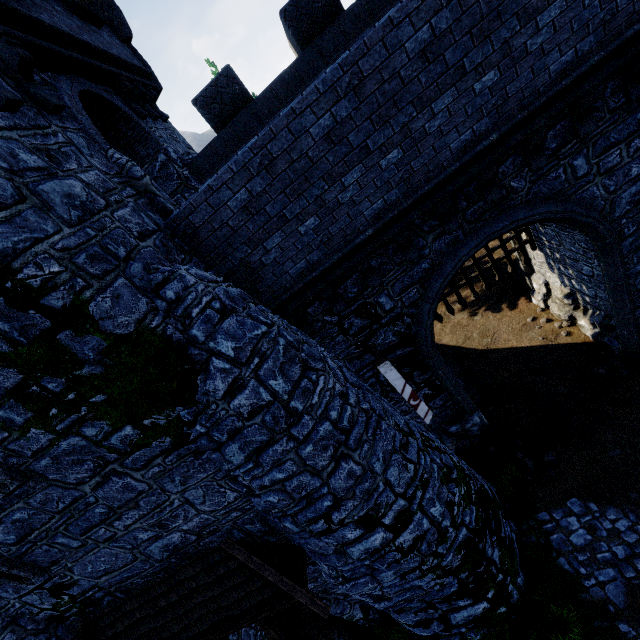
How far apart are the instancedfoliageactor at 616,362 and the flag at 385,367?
6.0 meters

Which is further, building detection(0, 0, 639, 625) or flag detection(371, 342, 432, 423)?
flag detection(371, 342, 432, 423)

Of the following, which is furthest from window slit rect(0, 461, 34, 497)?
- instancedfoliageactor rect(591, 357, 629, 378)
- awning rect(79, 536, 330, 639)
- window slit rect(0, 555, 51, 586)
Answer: instancedfoliageactor rect(591, 357, 629, 378)

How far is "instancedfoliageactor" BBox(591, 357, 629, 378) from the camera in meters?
9.8

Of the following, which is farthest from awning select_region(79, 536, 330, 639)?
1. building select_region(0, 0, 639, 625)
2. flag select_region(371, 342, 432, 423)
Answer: flag select_region(371, 342, 432, 423)

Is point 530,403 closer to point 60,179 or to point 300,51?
point 300,51

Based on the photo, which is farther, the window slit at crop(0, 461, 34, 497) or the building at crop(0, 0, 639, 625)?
the window slit at crop(0, 461, 34, 497)

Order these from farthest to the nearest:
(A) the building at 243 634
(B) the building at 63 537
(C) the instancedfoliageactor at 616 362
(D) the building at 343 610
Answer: (C) the instancedfoliageactor at 616 362, (A) the building at 243 634, (D) the building at 343 610, (B) the building at 63 537
